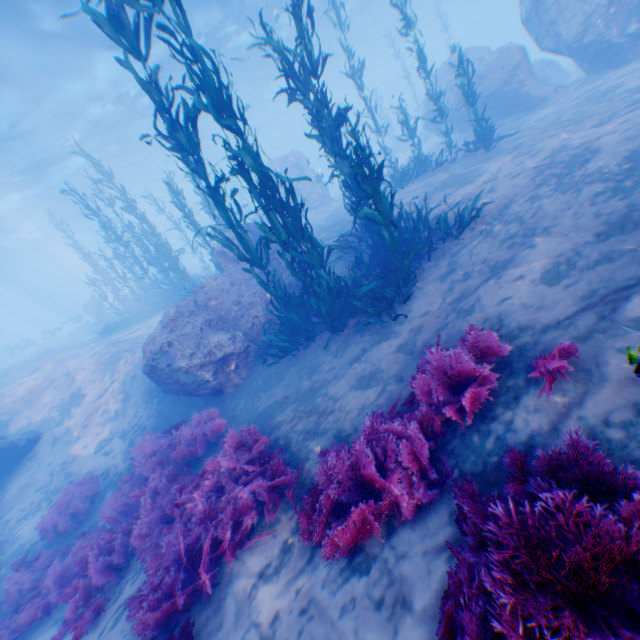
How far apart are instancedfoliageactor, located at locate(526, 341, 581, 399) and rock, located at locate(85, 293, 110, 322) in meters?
30.6

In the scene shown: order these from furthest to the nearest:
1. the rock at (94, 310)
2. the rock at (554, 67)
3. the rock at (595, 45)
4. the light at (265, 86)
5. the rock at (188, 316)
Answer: the rock at (94, 310)
the light at (265, 86)
the rock at (554, 67)
the rock at (595, 45)
the rock at (188, 316)

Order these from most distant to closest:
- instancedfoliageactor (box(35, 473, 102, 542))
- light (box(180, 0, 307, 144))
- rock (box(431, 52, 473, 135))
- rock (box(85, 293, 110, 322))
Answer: rock (box(85, 293, 110, 322)) → light (box(180, 0, 307, 144)) → rock (box(431, 52, 473, 135)) → instancedfoliageactor (box(35, 473, 102, 542))

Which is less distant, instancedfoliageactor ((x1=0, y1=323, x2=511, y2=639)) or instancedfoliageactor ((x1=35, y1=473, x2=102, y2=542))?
instancedfoliageactor ((x1=0, y1=323, x2=511, y2=639))

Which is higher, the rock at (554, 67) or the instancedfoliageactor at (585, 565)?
the rock at (554, 67)

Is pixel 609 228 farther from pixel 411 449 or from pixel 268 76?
pixel 268 76

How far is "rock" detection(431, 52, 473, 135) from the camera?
15.6m

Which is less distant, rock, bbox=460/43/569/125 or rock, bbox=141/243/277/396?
rock, bbox=141/243/277/396
